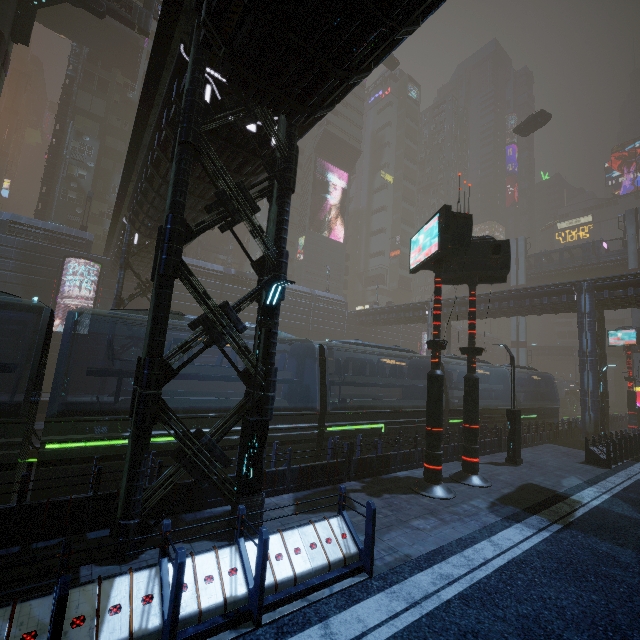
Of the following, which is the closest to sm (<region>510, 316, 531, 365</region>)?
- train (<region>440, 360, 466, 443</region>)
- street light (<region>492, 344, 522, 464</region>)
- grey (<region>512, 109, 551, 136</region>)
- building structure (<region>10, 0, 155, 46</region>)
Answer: grey (<region>512, 109, 551, 136</region>)

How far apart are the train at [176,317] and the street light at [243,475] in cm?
395

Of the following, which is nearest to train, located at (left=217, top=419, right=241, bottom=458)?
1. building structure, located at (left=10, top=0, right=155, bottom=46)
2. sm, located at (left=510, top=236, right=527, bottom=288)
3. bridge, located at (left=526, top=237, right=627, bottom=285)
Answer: building structure, located at (left=10, top=0, right=155, bottom=46)

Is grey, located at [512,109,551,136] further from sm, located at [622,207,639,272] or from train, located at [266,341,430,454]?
train, located at [266,341,430,454]

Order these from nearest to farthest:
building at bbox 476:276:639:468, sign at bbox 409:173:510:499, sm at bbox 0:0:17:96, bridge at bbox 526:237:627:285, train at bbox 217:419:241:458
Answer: train at bbox 217:419:241:458
sign at bbox 409:173:510:499
sm at bbox 0:0:17:96
building at bbox 476:276:639:468
bridge at bbox 526:237:627:285

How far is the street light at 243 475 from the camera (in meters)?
7.05

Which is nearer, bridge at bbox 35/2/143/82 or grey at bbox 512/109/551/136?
bridge at bbox 35/2/143/82

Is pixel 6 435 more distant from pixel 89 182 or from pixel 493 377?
pixel 89 182
